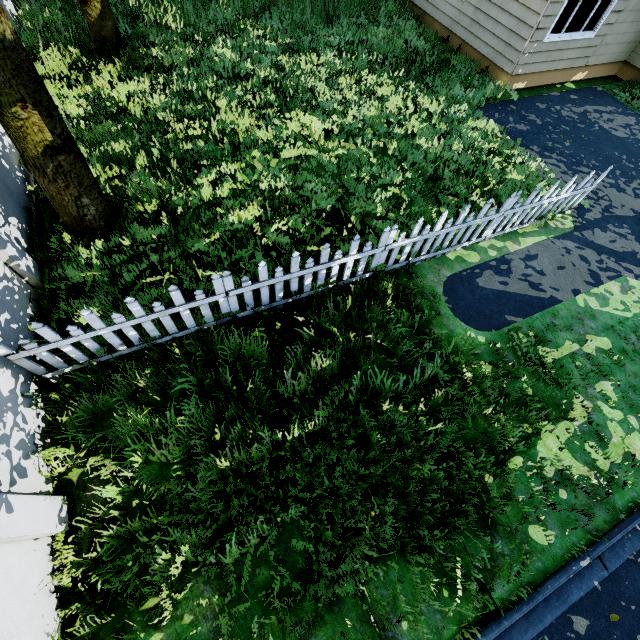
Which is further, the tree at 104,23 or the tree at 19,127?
the tree at 104,23

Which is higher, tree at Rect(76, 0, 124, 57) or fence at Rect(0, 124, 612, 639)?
tree at Rect(76, 0, 124, 57)

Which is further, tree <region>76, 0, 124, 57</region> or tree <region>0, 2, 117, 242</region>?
tree <region>76, 0, 124, 57</region>

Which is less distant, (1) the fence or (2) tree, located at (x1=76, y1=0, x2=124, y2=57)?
(1) the fence

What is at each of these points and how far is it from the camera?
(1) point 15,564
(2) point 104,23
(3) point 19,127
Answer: (1) fence, 2.8 meters
(2) tree, 6.9 meters
(3) tree, 3.7 meters

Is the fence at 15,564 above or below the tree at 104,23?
below
